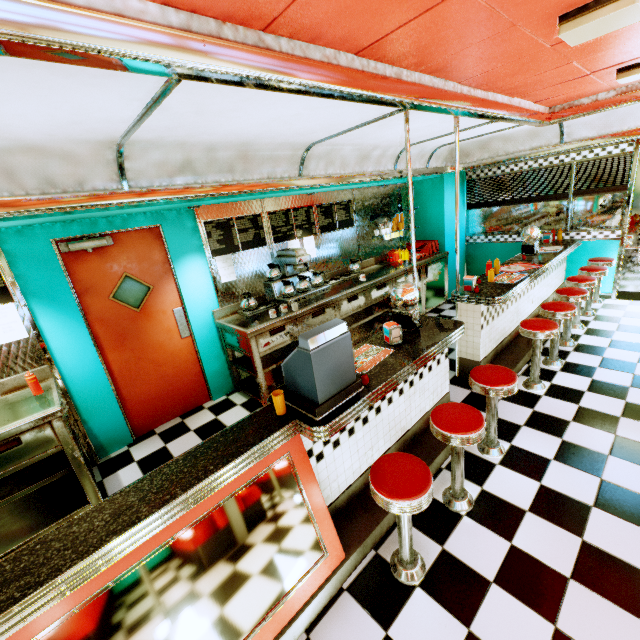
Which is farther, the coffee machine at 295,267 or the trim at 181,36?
the coffee machine at 295,267

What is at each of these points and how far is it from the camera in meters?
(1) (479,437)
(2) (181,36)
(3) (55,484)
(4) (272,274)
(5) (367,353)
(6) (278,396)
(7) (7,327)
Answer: (1) stool, 2.2 m
(2) trim, 1.3 m
(3) kitchen counter, 3.3 m
(4) coffee pot, 4.7 m
(5) placemat, 2.8 m
(6) plastic cup, 2.1 m
(7) menu board, 3.1 m

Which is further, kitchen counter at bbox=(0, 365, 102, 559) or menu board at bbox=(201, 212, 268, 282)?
menu board at bbox=(201, 212, 268, 282)

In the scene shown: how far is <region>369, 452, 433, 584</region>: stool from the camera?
1.8 meters

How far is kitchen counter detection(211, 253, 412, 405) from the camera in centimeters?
407cm

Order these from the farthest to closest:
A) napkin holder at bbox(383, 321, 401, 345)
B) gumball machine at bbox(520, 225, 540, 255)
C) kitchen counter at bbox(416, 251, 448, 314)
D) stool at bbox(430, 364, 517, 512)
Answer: kitchen counter at bbox(416, 251, 448, 314) → gumball machine at bbox(520, 225, 540, 255) → napkin holder at bbox(383, 321, 401, 345) → stool at bbox(430, 364, 517, 512)

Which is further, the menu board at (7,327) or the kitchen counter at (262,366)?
the kitchen counter at (262,366)

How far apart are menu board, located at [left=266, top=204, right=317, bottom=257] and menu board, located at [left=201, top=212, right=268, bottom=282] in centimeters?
9cm
